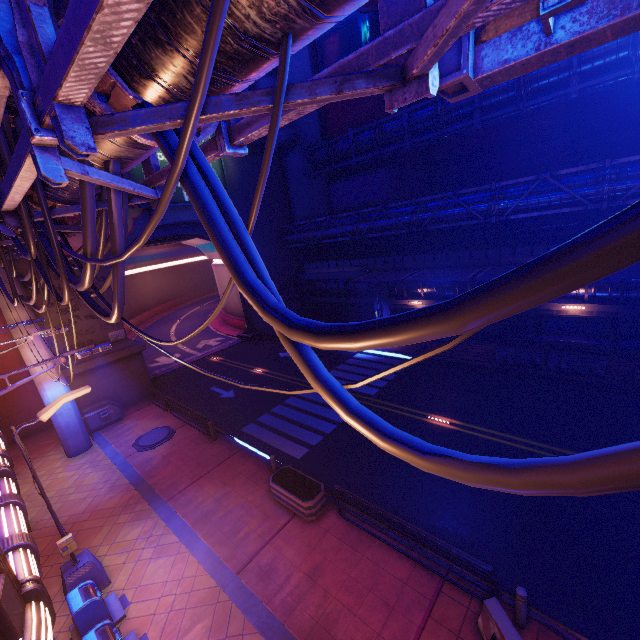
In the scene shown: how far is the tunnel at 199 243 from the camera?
26.1 meters

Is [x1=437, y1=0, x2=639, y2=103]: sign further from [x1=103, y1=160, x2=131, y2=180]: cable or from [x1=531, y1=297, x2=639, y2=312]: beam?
[x1=531, y1=297, x2=639, y2=312]: beam

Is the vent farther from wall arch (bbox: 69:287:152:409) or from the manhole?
the manhole

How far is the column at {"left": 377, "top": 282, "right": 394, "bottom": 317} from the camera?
27.17m

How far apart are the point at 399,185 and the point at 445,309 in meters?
30.1 m

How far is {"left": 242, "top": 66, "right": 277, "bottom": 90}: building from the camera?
26.08m

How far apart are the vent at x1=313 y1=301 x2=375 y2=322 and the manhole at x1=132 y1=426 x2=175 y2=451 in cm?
1821

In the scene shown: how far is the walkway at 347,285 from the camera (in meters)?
28.81
